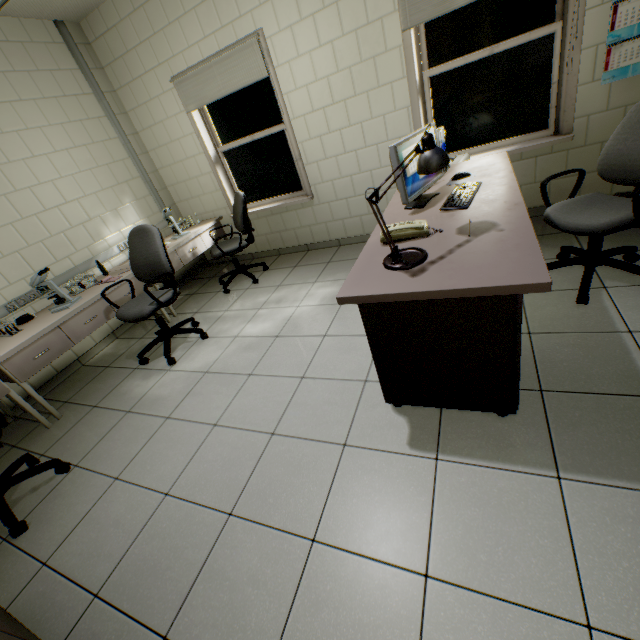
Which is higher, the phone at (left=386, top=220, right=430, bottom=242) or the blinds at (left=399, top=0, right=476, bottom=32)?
the blinds at (left=399, top=0, right=476, bottom=32)

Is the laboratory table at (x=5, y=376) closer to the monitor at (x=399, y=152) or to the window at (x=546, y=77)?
the monitor at (x=399, y=152)

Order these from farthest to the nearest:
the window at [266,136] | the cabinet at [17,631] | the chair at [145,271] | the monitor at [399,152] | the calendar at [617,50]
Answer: the window at [266,136] → the chair at [145,271] → the calendar at [617,50] → the monitor at [399,152] → the cabinet at [17,631]

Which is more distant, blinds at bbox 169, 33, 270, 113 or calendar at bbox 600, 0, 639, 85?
blinds at bbox 169, 33, 270, 113

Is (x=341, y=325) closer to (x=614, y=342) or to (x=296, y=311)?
(x=296, y=311)

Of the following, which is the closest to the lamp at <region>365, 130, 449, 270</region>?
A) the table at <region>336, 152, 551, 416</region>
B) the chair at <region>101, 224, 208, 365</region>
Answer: the table at <region>336, 152, 551, 416</region>

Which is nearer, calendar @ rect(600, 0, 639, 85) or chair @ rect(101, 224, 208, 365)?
calendar @ rect(600, 0, 639, 85)

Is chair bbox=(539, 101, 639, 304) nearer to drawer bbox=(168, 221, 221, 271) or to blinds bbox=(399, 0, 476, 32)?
blinds bbox=(399, 0, 476, 32)
